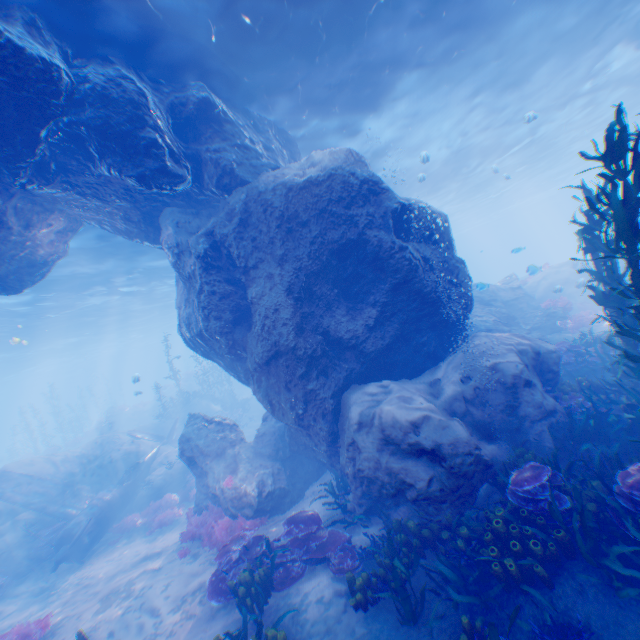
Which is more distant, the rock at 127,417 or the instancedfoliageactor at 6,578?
the rock at 127,417

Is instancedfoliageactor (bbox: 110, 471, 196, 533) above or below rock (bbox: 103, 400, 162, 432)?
below

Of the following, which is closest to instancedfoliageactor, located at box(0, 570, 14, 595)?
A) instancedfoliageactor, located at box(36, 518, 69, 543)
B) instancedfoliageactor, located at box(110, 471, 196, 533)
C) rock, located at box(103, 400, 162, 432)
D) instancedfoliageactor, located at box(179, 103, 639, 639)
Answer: instancedfoliageactor, located at box(36, 518, 69, 543)

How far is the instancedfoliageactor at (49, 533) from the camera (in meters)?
13.89

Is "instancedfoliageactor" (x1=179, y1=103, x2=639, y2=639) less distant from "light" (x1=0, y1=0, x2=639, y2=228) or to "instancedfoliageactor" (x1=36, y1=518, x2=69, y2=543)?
"light" (x1=0, y1=0, x2=639, y2=228)

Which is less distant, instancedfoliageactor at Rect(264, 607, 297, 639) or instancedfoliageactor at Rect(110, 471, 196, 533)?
instancedfoliageactor at Rect(264, 607, 297, 639)

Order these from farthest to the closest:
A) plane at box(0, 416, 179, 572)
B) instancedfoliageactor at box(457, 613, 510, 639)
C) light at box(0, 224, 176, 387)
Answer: light at box(0, 224, 176, 387) → plane at box(0, 416, 179, 572) → instancedfoliageactor at box(457, 613, 510, 639)

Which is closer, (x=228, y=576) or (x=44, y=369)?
(x=228, y=576)
